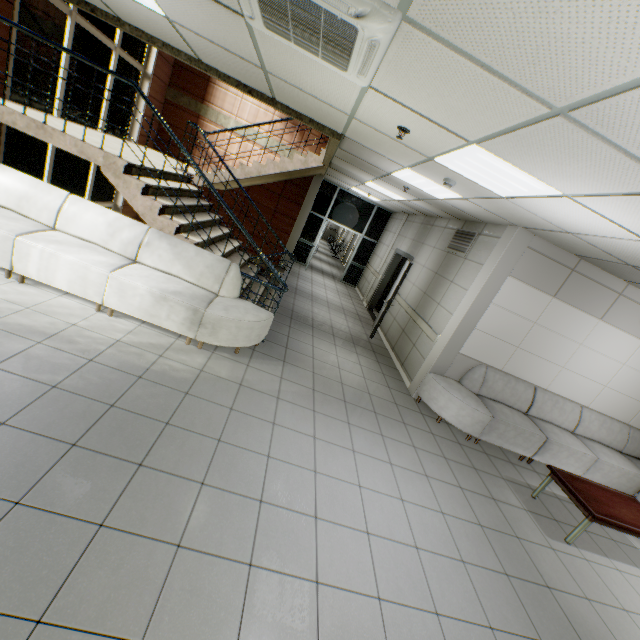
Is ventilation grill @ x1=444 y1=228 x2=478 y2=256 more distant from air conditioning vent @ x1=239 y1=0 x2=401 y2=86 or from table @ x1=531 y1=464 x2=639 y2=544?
air conditioning vent @ x1=239 y1=0 x2=401 y2=86

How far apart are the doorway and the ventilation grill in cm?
556

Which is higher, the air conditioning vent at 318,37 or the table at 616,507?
the air conditioning vent at 318,37

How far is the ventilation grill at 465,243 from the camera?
6.0m

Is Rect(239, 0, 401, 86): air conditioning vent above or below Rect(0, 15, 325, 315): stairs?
above

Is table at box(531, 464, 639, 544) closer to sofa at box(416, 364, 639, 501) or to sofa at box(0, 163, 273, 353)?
sofa at box(416, 364, 639, 501)

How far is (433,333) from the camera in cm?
598

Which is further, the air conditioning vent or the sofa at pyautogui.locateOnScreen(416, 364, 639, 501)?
the sofa at pyautogui.locateOnScreen(416, 364, 639, 501)
